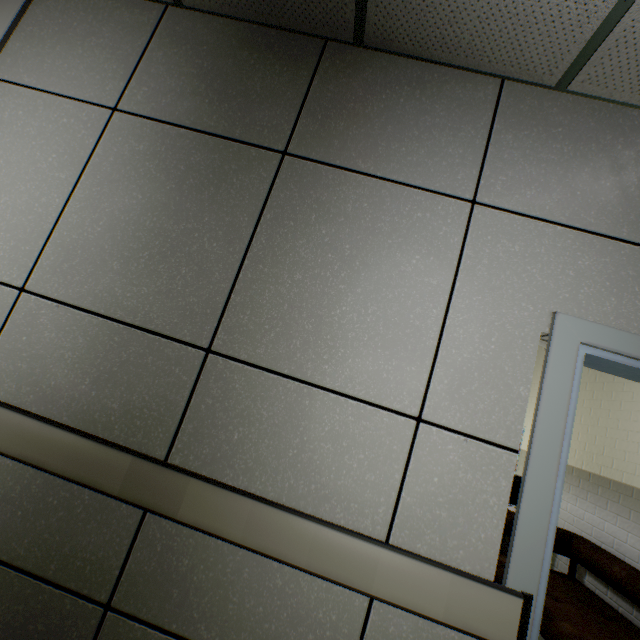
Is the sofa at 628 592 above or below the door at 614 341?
below

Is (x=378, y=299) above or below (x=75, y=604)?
above

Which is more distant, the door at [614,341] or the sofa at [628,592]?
the sofa at [628,592]

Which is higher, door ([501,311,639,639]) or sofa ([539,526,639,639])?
door ([501,311,639,639])

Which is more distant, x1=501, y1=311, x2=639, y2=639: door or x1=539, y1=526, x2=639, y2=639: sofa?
x1=539, y1=526, x2=639, y2=639: sofa
